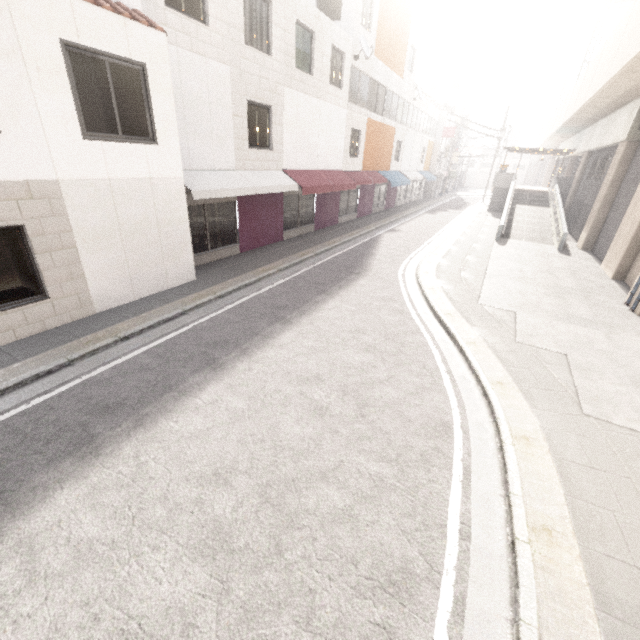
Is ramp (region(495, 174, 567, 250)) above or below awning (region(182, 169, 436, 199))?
below

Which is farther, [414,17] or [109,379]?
[414,17]

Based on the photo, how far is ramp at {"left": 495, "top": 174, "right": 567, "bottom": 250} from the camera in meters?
18.1

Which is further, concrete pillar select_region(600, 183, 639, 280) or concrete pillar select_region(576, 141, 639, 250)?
concrete pillar select_region(576, 141, 639, 250)

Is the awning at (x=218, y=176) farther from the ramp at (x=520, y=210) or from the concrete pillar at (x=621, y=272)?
the concrete pillar at (x=621, y=272)

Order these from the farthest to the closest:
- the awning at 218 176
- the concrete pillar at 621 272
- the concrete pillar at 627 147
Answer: the concrete pillar at 627 147 → the concrete pillar at 621 272 → the awning at 218 176

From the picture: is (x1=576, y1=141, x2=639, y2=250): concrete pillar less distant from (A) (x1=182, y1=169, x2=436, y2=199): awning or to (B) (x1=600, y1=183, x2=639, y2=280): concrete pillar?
(B) (x1=600, y1=183, x2=639, y2=280): concrete pillar

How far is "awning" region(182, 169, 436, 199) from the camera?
9.8m
